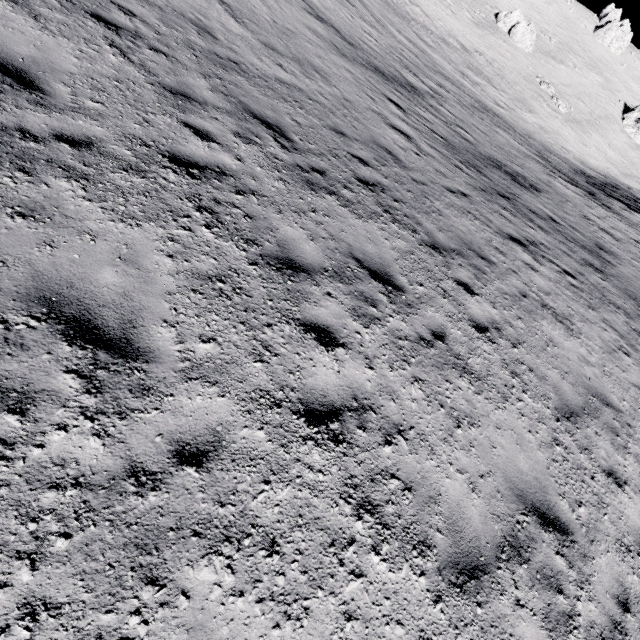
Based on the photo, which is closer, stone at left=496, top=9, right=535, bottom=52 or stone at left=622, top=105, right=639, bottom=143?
stone at left=496, top=9, right=535, bottom=52

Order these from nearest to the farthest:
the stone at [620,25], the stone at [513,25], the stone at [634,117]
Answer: the stone at [513,25]
the stone at [634,117]
the stone at [620,25]

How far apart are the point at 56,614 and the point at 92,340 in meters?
1.9

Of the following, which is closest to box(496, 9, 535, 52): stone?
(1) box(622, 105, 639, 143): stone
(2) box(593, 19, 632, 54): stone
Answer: (1) box(622, 105, 639, 143): stone

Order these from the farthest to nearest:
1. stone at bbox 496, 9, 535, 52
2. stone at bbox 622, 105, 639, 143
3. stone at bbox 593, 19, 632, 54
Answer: stone at bbox 593, 19, 632, 54, stone at bbox 622, 105, 639, 143, stone at bbox 496, 9, 535, 52

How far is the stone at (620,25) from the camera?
57.8 meters
